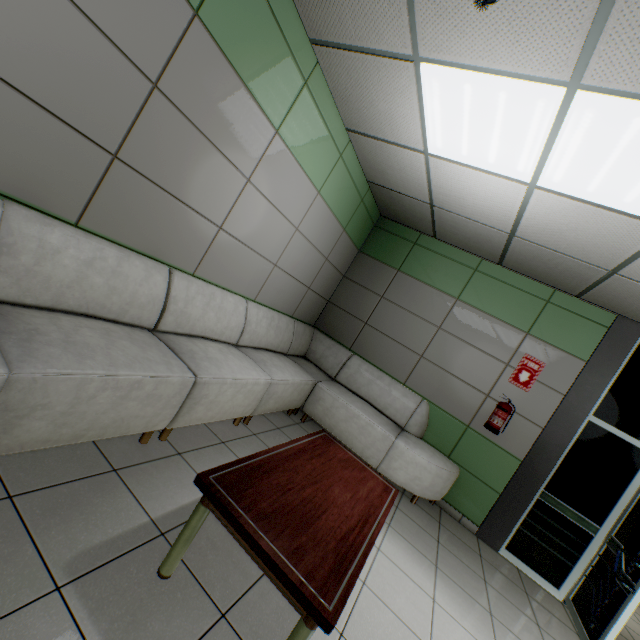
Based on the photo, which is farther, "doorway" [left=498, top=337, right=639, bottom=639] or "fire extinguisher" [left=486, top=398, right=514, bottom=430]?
"fire extinguisher" [left=486, top=398, right=514, bottom=430]

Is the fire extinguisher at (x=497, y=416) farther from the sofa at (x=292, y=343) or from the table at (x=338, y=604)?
the table at (x=338, y=604)

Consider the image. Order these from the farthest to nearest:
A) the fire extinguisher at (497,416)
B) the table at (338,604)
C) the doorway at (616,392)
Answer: the fire extinguisher at (497,416), the doorway at (616,392), the table at (338,604)

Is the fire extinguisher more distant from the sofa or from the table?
the table

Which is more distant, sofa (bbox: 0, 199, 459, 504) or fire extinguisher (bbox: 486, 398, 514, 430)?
fire extinguisher (bbox: 486, 398, 514, 430)

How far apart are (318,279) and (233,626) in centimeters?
392cm

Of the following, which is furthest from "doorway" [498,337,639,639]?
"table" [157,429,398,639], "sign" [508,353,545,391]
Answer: "table" [157,429,398,639]

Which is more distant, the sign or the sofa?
the sign
